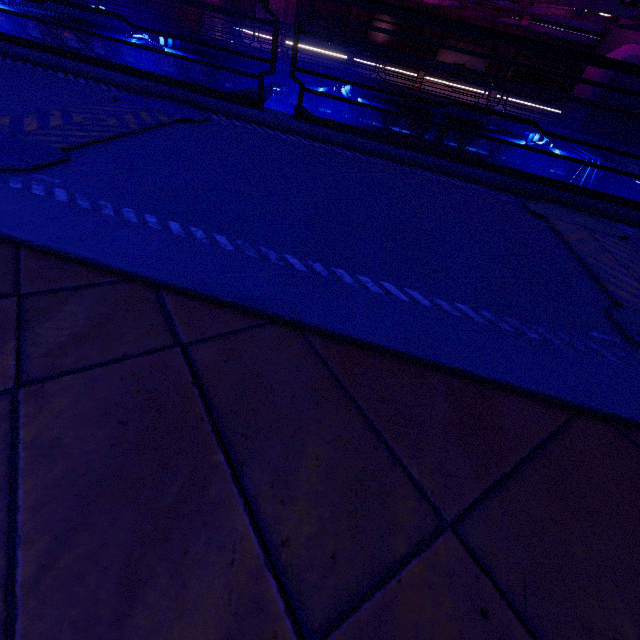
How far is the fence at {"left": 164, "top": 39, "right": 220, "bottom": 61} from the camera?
12.1m

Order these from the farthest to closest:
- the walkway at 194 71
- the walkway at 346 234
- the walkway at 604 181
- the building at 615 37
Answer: the building at 615 37
the walkway at 194 71
the walkway at 604 181
the walkway at 346 234

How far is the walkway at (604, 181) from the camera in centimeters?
1393cm

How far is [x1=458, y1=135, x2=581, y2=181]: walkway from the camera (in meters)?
14.18

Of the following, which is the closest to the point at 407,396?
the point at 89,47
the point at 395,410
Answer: the point at 395,410

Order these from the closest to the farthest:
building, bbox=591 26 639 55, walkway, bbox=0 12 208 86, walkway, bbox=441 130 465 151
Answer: walkway, bbox=441 130 465 151 < walkway, bbox=0 12 208 86 < building, bbox=591 26 639 55

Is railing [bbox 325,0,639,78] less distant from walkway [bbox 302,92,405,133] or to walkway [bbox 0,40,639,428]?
walkway [bbox 0,40,639,428]
